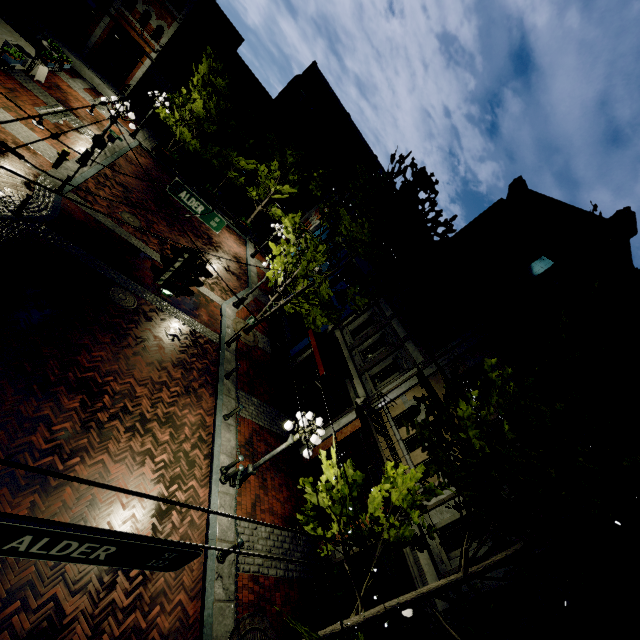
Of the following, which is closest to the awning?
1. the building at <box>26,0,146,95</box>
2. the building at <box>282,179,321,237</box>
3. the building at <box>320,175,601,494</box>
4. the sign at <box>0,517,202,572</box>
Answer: the building at <box>320,175,601,494</box>

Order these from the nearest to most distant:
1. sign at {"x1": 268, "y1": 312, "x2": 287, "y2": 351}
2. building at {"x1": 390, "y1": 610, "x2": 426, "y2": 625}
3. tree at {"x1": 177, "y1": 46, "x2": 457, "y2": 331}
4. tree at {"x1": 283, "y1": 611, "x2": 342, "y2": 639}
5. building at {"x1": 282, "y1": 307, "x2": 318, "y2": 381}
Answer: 1. tree at {"x1": 283, "y1": 611, "x2": 342, "y2": 639}
2. sign at {"x1": 268, "y1": 312, "x2": 287, "y2": 351}
3. building at {"x1": 390, "y1": 610, "x2": 426, "y2": 625}
4. tree at {"x1": 177, "y1": 46, "x2": 457, "y2": 331}
5. building at {"x1": 282, "y1": 307, "x2": 318, "y2": 381}

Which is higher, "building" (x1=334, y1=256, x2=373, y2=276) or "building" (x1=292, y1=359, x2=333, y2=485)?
"building" (x1=334, y1=256, x2=373, y2=276)

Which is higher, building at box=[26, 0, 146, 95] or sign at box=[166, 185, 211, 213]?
sign at box=[166, 185, 211, 213]

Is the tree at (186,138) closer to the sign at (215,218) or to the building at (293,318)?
the building at (293,318)

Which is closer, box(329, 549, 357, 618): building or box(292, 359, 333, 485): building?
box(329, 549, 357, 618): building

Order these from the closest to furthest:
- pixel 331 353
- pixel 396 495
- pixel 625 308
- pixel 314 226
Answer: pixel 625 308 < pixel 396 495 < pixel 331 353 < pixel 314 226

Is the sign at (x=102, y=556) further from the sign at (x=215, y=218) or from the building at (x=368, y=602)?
the sign at (x=215, y=218)
